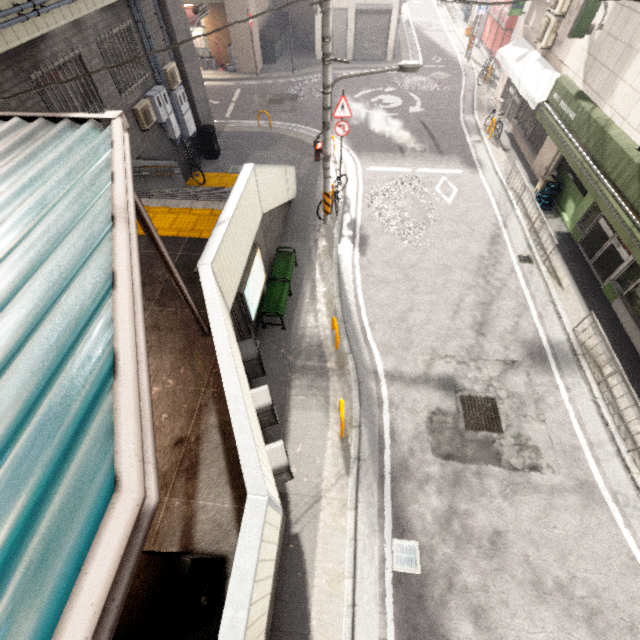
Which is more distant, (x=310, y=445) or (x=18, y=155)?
(x=310, y=445)

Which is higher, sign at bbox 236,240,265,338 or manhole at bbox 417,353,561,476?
sign at bbox 236,240,265,338

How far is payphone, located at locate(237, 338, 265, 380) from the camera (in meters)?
5.93

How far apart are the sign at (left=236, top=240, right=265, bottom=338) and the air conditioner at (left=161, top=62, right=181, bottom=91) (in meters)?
7.99

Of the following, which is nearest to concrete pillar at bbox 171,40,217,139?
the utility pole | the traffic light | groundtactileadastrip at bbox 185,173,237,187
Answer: the traffic light

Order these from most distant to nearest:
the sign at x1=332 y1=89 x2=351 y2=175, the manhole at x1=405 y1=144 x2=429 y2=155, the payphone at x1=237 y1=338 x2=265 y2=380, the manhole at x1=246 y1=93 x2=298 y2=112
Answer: the manhole at x1=246 y1=93 x2=298 y2=112 → the manhole at x1=405 y1=144 x2=429 y2=155 → the sign at x1=332 y1=89 x2=351 y2=175 → the payphone at x1=237 y1=338 x2=265 y2=380

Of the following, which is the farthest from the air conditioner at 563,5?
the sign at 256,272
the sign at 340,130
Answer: the sign at 256,272

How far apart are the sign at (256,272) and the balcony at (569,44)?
11.3 meters
